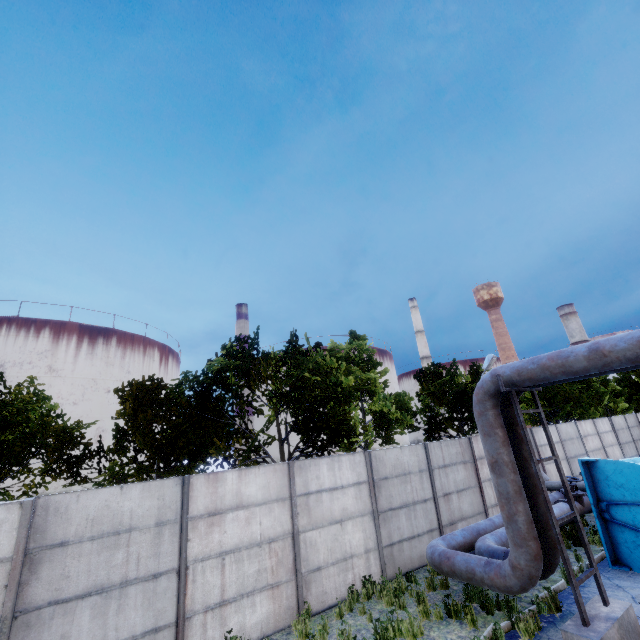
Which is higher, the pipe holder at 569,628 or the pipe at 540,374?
the pipe at 540,374

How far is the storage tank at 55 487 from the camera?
50.59m

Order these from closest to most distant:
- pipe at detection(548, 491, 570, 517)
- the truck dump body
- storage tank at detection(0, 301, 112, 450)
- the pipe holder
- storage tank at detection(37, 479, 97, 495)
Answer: the pipe holder < the truck dump body < pipe at detection(548, 491, 570, 517) < storage tank at detection(37, 479, 97, 495) < storage tank at detection(0, 301, 112, 450)

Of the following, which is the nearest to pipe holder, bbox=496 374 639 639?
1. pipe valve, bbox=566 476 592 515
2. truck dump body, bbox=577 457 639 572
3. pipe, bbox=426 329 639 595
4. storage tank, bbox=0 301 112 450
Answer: pipe, bbox=426 329 639 595

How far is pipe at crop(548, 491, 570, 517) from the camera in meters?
10.6 m

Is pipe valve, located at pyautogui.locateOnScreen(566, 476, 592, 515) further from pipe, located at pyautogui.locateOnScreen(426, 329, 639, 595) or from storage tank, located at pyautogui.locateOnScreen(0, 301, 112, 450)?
storage tank, located at pyautogui.locateOnScreen(0, 301, 112, 450)

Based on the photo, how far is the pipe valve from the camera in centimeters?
1143cm

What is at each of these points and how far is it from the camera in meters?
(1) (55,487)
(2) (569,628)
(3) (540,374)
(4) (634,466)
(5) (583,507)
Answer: (1) storage tank, 51.8
(2) pipe holder, 5.7
(3) pipe, 6.6
(4) truck dump body, 8.6
(5) pipe valve, 11.5
